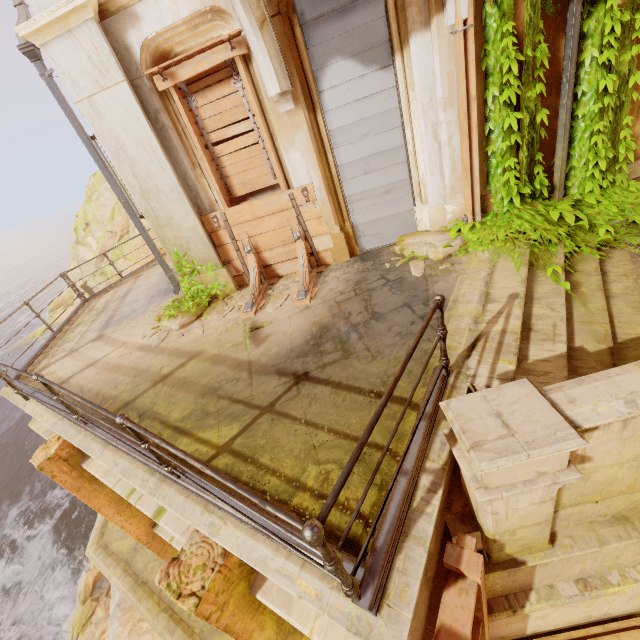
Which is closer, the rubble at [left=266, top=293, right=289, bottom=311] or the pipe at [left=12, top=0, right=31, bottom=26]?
the pipe at [left=12, top=0, right=31, bottom=26]

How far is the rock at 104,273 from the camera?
29.59m

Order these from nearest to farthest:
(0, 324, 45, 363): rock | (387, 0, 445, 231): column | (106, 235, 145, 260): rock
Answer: (387, 0, 445, 231): column, (106, 235, 145, 260): rock, (0, 324, 45, 363): rock

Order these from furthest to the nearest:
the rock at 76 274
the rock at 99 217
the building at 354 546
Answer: the rock at 76 274 → the rock at 99 217 → the building at 354 546

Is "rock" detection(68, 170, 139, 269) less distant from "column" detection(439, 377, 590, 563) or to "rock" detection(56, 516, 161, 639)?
"rock" detection(56, 516, 161, 639)

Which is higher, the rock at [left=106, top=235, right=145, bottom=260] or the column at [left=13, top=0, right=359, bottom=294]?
the column at [left=13, top=0, right=359, bottom=294]

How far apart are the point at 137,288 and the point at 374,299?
7.60m

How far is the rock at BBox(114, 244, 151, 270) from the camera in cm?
2928
